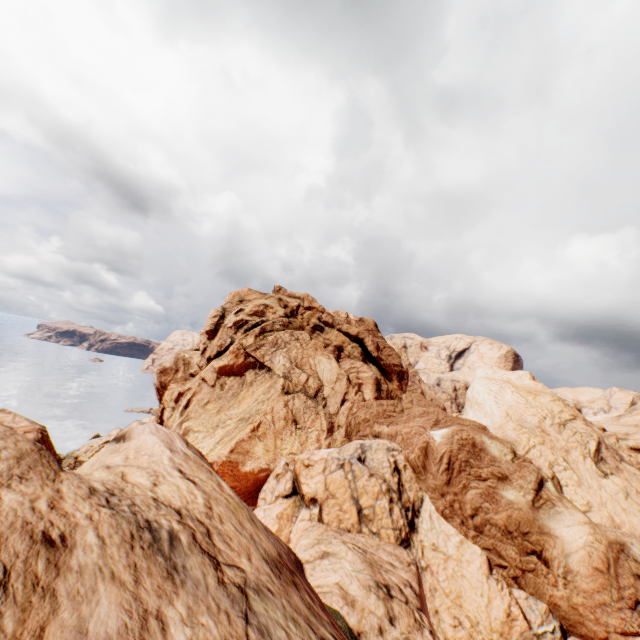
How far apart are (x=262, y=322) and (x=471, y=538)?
30.16m
